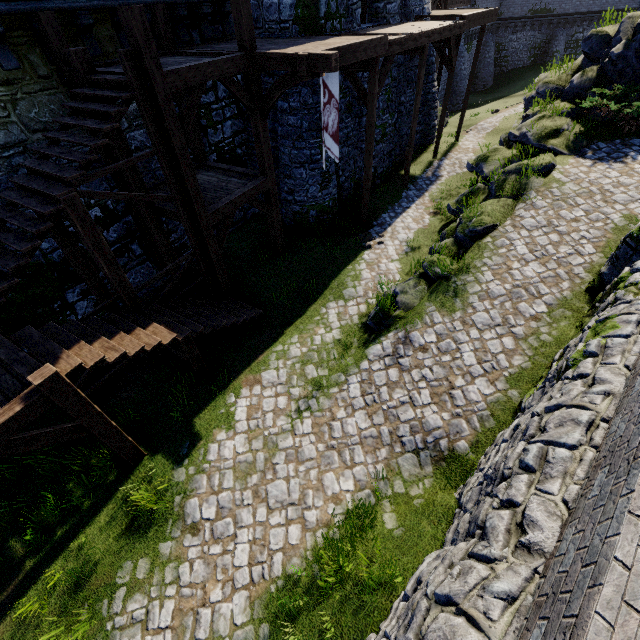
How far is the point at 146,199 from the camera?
7.29m

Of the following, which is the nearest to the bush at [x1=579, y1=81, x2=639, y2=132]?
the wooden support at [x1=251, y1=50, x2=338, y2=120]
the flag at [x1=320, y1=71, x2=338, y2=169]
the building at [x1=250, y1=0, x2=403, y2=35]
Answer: the building at [x1=250, y1=0, x2=403, y2=35]

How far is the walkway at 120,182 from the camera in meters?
9.2 m

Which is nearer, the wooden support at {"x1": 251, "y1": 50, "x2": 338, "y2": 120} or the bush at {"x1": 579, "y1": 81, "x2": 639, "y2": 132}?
the wooden support at {"x1": 251, "y1": 50, "x2": 338, "y2": 120}

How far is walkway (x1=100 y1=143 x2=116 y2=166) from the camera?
8.7m

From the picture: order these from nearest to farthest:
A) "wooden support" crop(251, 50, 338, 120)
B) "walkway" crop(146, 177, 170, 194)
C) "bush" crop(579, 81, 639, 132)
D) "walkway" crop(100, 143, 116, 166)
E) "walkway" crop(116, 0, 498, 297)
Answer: "walkway" crop(116, 0, 498, 297), "wooden support" crop(251, 50, 338, 120), "walkway" crop(100, 143, 116, 166), "walkway" crop(146, 177, 170, 194), "bush" crop(579, 81, 639, 132)

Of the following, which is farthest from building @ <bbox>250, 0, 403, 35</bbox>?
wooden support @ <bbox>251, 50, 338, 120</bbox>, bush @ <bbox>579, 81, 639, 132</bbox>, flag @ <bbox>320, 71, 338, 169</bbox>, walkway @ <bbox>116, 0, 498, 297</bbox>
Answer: bush @ <bbox>579, 81, 639, 132</bbox>

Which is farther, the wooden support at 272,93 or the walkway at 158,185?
the walkway at 158,185
